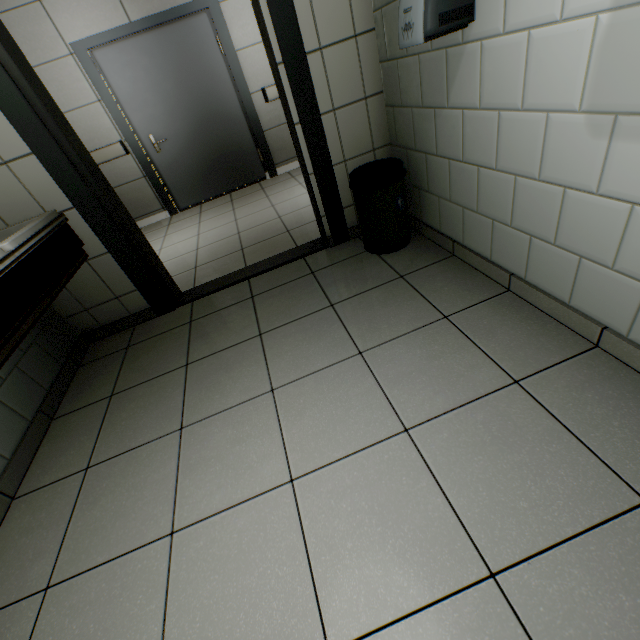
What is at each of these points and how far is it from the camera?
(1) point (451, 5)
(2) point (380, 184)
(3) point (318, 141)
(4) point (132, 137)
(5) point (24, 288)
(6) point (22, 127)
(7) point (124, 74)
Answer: Result:
(1) hand dryer, 1.3 meters
(2) garbage can, 2.1 meters
(3) door, 2.3 meters
(4) doorway, 4.5 meters
(5) sink, 1.5 meters
(6) door, 1.8 meters
(7) door, 4.1 meters

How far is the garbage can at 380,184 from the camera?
2.1m

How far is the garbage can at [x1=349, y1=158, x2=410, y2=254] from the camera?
2.1 meters

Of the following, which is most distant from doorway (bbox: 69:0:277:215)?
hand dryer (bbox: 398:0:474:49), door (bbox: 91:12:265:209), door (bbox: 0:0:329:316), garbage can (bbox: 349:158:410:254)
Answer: hand dryer (bbox: 398:0:474:49)

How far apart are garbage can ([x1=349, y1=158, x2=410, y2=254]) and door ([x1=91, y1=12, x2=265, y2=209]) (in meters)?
3.33

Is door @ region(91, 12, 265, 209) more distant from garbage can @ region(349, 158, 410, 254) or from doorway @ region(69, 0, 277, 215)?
garbage can @ region(349, 158, 410, 254)

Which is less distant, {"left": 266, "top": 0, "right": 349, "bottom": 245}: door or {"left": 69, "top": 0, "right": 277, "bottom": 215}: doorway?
{"left": 266, "top": 0, "right": 349, "bottom": 245}: door

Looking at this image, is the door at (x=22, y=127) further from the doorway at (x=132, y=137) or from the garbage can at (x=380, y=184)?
the doorway at (x=132, y=137)
